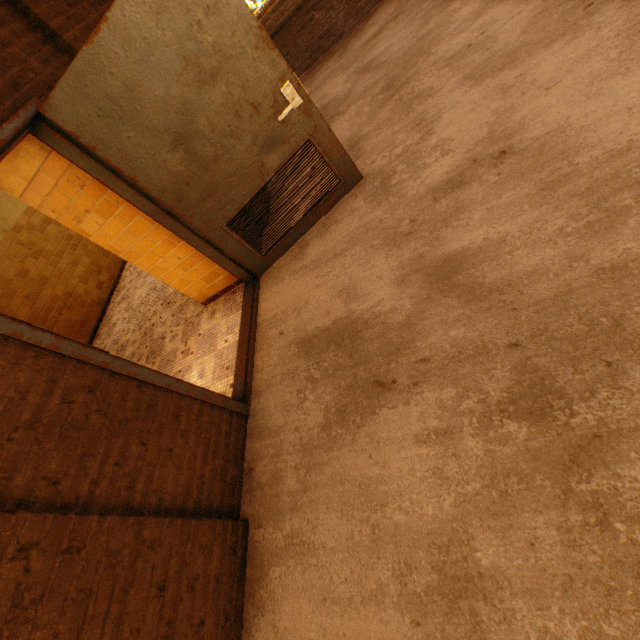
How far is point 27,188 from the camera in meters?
2.8 m
